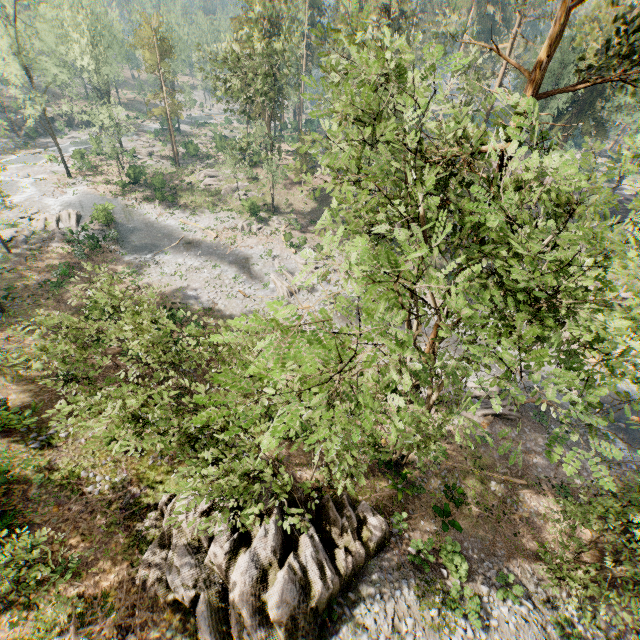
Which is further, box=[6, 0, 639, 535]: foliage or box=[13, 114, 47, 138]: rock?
box=[13, 114, 47, 138]: rock

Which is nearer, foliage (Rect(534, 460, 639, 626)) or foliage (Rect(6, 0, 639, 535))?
foliage (Rect(6, 0, 639, 535))

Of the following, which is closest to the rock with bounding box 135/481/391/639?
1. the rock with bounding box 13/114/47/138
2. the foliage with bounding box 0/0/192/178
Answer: the foliage with bounding box 0/0/192/178

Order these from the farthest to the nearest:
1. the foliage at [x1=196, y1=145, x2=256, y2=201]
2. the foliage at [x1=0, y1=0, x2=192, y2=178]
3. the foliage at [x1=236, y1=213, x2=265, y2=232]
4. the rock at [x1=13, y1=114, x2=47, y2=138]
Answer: the rock at [x1=13, y1=114, x2=47, y2=138] < the foliage at [x1=196, y1=145, x2=256, y2=201] < the foliage at [x1=236, y1=213, x2=265, y2=232] < the foliage at [x1=0, y1=0, x2=192, y2=178]

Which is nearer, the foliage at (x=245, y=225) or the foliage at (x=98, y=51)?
the foliage at (x=98, y=51)

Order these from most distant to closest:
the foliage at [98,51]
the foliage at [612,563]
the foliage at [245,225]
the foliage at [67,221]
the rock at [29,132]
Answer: the rock at [29,132]
the foliage at [245,225]
the foliage at [98,51]
the foliage at [67,221]
the foliage at [612,563]

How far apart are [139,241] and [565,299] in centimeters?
3845cm
